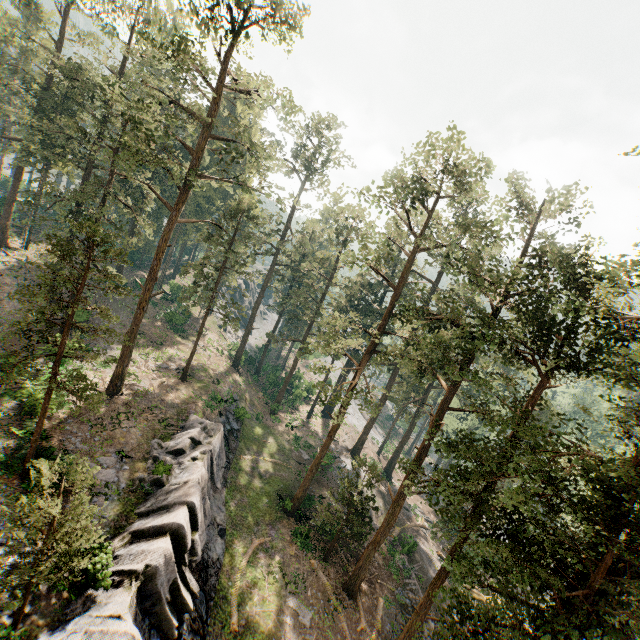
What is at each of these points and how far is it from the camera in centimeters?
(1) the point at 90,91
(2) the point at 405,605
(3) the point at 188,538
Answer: (1) foliage, 2794cm
(2) ground embankment, 2553cm
(3) rock, 1744cm

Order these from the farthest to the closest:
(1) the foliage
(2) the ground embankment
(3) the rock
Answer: (2) the ground embankment, (3) the rock, (1) the foliage

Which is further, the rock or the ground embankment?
the ground embankment

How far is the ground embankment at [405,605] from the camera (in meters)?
25.36

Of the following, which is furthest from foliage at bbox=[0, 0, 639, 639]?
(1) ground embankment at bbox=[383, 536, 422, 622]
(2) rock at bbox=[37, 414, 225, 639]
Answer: (2) rock at bbox=[37, 414, 225, 639]

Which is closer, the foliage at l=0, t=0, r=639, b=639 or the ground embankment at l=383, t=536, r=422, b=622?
the foliage at l=0, t=0, r=639, b=639

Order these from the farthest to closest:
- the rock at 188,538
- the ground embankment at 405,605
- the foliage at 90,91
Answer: the ground embankment at 405,605 → the rock at 188,538 → the foliage at 90,91
